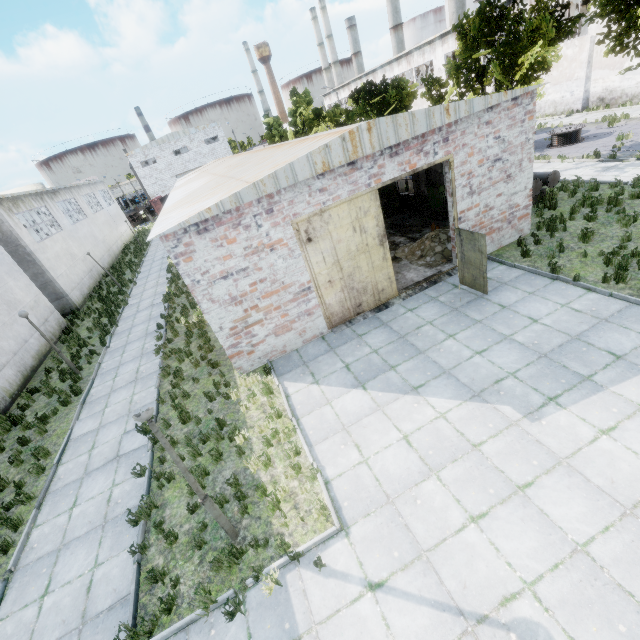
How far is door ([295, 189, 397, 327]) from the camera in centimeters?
969cm

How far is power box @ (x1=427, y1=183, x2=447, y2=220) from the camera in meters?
15.8 m

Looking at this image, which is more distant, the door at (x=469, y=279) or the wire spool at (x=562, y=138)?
the wire spool at (x=562, y=138)

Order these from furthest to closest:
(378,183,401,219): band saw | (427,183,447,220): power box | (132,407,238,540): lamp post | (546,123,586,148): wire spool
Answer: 1. (546,123,586,148): wire spool
2. (378,183,401,219): band saw
3. (427,183,447,220): power box
4. (132,407,238,540): lamp post

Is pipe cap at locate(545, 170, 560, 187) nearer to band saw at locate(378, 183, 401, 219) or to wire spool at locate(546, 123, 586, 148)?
band saw at locate(378, 183, 401, 219)

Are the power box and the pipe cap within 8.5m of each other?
yes

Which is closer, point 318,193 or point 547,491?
point 547,491

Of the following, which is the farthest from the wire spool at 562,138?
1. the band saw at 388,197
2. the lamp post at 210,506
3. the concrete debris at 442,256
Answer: the lamp post at 210,506
